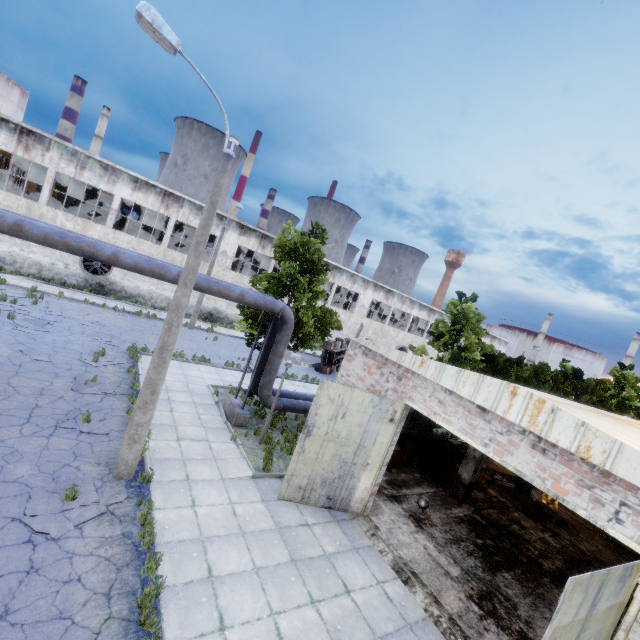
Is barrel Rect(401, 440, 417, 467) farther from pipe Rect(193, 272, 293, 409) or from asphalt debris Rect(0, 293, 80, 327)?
asphalt debris Rect(0, 293, 80, 327)

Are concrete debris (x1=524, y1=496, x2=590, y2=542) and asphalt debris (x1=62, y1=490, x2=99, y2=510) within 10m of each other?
no

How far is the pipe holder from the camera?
13.0 meters

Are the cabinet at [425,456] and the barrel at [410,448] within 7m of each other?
yes

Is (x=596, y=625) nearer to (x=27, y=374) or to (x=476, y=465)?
(x=476, y=465)

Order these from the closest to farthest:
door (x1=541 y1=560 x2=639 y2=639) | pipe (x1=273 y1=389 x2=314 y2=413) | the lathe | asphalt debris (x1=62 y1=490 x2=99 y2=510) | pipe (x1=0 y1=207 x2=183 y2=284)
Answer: door (x1=541 y1=560 x2=639 y2=639) → asphalt debris (x1=62 y1=490 x2=99 y2=510) → pipe (x1=0 y1=207 x2=183 y2=284) → pipe (x1=273 y1=389 x2=314 y2=413) → the lathe

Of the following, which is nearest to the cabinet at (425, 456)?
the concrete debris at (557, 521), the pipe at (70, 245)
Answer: the pipe at (70, 245)

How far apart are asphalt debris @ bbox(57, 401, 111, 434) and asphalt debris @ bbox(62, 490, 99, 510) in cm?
171
